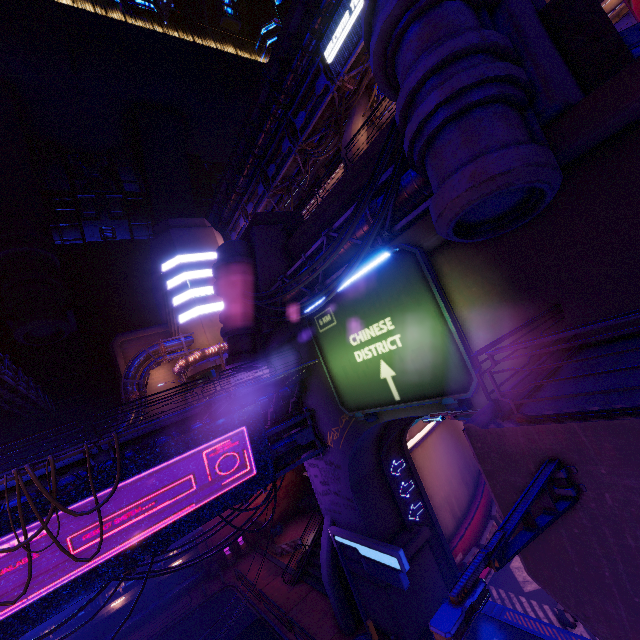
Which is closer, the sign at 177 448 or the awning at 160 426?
the awning at 160 426

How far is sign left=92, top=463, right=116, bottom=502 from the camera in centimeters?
1230cm

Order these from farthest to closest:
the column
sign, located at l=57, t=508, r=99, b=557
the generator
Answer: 1. the generator
2. sign, located at l=57, t=508, r=99, b=557
3. the column

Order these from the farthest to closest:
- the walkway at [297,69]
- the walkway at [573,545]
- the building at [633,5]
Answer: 1. the walkway at [297,69]
2. the building at [633,5]
3. the walkway at [573,545]

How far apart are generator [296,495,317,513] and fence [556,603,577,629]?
26.8 meters

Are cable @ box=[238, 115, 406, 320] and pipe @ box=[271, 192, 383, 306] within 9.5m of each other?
yes

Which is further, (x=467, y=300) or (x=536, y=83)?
(x=467, y=300)

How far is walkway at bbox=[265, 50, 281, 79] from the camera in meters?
33.4 m
